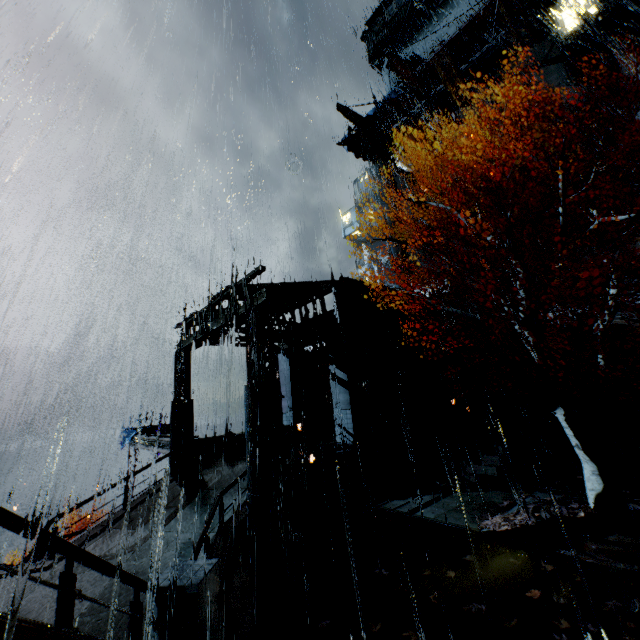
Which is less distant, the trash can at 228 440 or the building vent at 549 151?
the trash can at 228 440

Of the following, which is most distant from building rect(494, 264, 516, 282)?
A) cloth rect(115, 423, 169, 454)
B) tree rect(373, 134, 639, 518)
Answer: cloth rect(115, 423, 169, 454)

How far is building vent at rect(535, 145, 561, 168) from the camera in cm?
2739

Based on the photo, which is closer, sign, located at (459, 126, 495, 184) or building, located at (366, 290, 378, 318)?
building, located at (366, 290, 378, 318)

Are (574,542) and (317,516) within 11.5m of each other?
yes

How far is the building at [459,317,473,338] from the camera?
25.4 meters

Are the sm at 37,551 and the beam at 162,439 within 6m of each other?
yes

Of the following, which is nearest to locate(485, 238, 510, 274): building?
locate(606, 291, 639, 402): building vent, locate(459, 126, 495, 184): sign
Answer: locate(459, 126, 495, 184): sign
